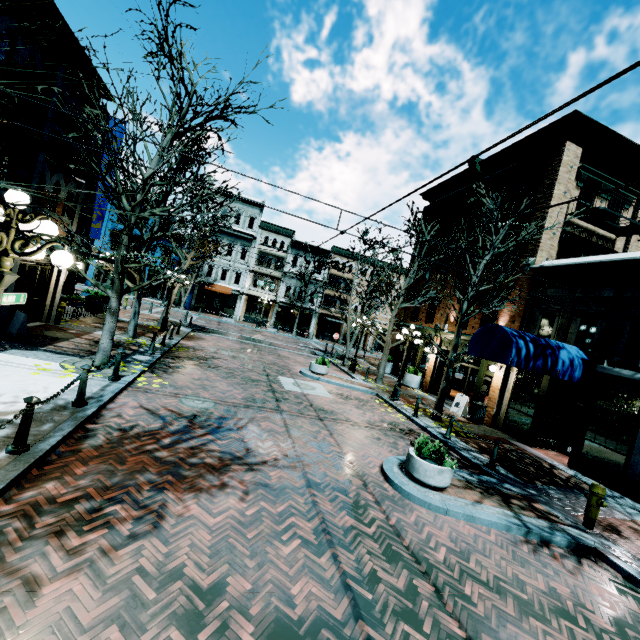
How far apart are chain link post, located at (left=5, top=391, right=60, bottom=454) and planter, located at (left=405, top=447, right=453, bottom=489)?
6.93m

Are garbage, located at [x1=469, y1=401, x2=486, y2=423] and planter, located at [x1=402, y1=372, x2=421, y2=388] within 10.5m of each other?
yes

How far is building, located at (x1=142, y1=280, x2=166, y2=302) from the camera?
36.1 meters

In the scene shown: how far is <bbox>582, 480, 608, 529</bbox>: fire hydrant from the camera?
6.9m

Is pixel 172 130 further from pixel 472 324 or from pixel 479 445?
pixel 472 324

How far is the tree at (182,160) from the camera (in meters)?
8.54

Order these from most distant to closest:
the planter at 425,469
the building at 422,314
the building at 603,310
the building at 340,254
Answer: the building at 340,254
the building at 422,314
the building at 603,310
the planter at 425,469

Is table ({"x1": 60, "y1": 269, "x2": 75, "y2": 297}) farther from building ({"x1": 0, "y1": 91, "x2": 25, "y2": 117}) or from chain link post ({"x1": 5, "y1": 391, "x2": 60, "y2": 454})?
chain link post ({"x1": 5, "y1": 391, "x2": 60, "y2": 454})
